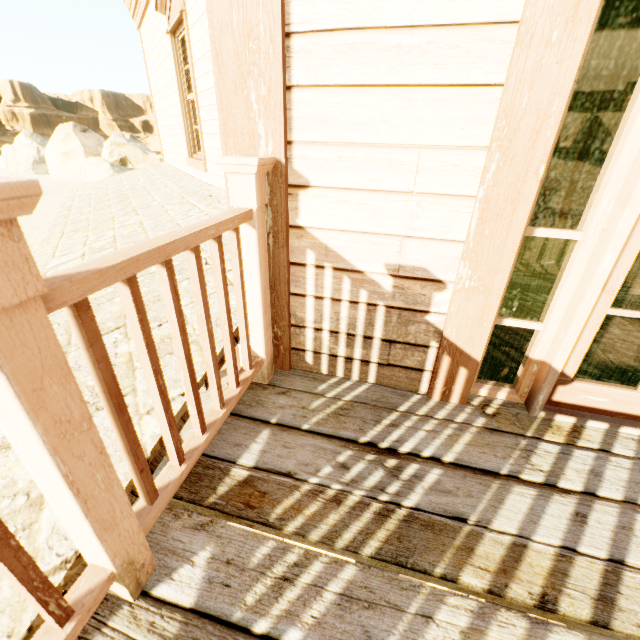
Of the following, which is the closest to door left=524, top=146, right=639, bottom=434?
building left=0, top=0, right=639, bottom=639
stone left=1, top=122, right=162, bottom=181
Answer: building left=0, top=0, right=639, bottom=639

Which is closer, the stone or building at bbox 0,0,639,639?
building at bbox 0,0,639,639

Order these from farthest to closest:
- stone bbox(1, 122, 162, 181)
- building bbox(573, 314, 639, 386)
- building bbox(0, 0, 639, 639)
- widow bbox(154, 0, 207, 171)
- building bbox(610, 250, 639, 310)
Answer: stone bbox(1, 122, 162, 181)
widow bbox(154, 0, 207, 171)
building bbox(610, 250, 639, 310)
building bbox(573, 314, 639, 386)
building bbox(0, 0, 639, 639)

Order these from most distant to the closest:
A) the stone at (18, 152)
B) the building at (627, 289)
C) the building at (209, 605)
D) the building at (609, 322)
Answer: the stone at (18, 152) → the building at (627, 289) → the building at (609, 322) → the building at (209, 605)

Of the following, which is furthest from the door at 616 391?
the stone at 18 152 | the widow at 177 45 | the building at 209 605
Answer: the stone at 18 152

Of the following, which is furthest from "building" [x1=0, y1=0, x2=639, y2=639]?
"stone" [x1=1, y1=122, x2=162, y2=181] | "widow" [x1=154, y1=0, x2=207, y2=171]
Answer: "stone" [x1=1, y1=122, x2=162, y2=181]

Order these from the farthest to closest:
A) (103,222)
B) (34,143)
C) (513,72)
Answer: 1. (34,143)
2. (103,222)
3. (513,72)
